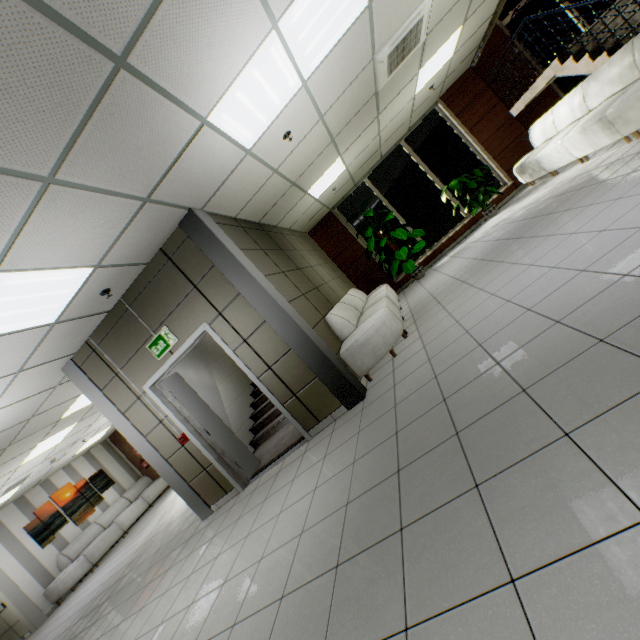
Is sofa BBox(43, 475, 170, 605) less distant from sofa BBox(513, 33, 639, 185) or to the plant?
the plant

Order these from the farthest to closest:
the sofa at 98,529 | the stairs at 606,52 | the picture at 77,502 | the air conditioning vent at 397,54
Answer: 1. the picture at 77,502
2. the sofa at 98,529
3. the stairs at 606,52
4. the air conditioning vent at 397,54

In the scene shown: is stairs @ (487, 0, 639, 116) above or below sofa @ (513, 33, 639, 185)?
above

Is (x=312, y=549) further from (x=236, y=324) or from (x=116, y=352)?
(x=116, y=352)

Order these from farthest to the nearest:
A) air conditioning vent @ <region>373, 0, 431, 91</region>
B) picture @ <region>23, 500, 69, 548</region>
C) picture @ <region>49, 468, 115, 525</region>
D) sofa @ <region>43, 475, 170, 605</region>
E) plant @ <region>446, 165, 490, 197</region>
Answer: picture @ <region>49, 468, 115, 525</region>, picture @ <region>23, 500, 69, 548</region>, sofa @ <region>43, 475, 170, 605</region>, plant @ <region>446, 165, 490, 197</region>, air conditioning vent @ <region>373, 0, 431, 91</region>

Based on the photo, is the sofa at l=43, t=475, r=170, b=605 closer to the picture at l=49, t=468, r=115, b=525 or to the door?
the picture at l=49, t=468, r=115, b=525

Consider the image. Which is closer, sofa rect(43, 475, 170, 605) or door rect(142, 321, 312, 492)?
door rect(142, 321, 312, 492)

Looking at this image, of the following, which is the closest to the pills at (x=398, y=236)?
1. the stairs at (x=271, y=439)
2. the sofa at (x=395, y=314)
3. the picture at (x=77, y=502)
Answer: the sofa at (x=395, y=314)
